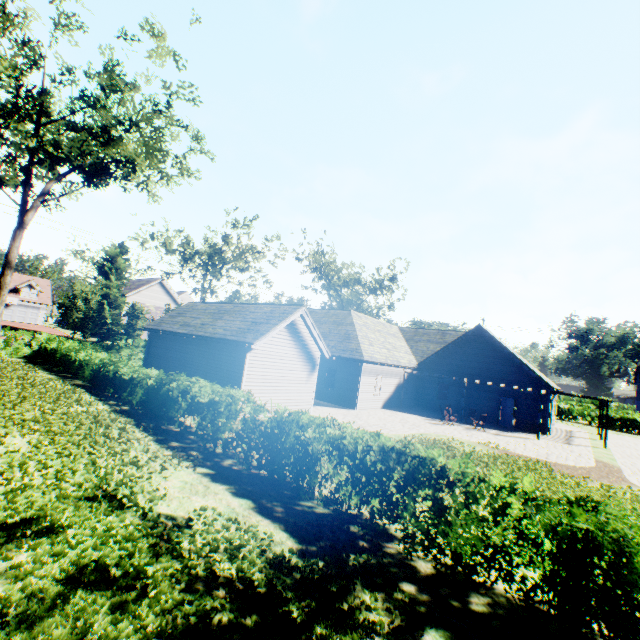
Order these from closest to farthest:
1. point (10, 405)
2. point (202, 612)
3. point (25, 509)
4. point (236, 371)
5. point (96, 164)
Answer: point (202, 612) → point (25, 509) → point (10, 405) → point (236, 371) → point (96, 164)

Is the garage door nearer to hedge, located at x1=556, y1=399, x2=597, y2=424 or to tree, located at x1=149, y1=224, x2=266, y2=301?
tree, located at x1=149, y1=224, x2=266, y2=301

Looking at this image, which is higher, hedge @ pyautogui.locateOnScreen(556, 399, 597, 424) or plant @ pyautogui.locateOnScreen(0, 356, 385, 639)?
hedge @ pyautogui.locateOnScreen(556, 399, 597, 424)

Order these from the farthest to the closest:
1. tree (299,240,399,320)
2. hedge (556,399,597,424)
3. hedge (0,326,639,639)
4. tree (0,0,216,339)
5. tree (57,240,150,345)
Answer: tree (299,240,399,320) < hedge (556,399,597,424) < tree (57,240,150,345) < tree (0,0,216,339) < hedge (0,326,639,639)

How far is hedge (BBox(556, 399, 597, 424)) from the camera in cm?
3578

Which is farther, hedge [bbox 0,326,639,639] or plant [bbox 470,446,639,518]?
plant [bbox 470,446,639,518]

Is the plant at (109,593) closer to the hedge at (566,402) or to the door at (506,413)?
the hedge at (566,402)

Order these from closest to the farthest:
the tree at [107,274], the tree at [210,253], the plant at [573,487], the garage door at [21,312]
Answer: the plant at [573,487], the tree at [107,274], the tree at [210,253], the garage door at [21,312]
